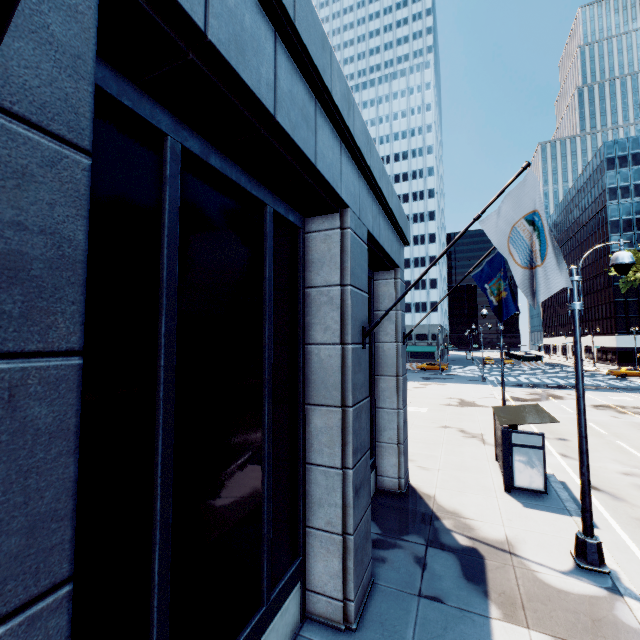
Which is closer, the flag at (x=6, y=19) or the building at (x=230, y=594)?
the flag at (x=6, y=19)

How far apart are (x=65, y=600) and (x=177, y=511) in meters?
2.0 m

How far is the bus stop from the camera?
10.6m

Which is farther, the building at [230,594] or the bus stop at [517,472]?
the bus stop at [517,472]

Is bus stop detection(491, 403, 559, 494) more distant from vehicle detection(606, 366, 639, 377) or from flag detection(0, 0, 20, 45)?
Answer: vehicle detection(606, 366, 639, 377)

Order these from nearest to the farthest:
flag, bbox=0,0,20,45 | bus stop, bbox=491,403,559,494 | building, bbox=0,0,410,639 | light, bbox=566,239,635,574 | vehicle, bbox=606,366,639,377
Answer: flag, bbox=0,0,20,45 → building, bbox=0,0,410,639 → light, bbox=566,239,635,574 → bus stop, bbox=491,403,559,494 → vehicle, bbox=606,366,639,377

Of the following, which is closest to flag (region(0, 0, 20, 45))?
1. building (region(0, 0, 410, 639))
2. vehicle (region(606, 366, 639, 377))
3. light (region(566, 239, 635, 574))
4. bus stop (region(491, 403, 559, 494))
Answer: building (region(0, 0, 410, 639))

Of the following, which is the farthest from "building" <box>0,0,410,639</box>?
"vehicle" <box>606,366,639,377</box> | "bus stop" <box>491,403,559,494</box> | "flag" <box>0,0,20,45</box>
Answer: "vehicle" <box>606,366,639,377</box>
